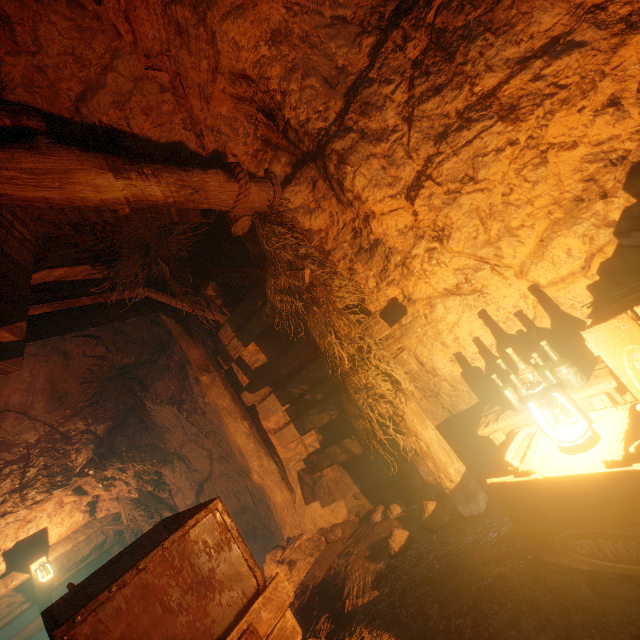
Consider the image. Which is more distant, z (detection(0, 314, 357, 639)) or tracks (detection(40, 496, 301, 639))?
z (detection(0, 314, 357, 639))

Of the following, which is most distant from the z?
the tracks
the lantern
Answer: the lantern

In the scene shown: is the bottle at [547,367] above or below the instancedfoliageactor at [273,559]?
above

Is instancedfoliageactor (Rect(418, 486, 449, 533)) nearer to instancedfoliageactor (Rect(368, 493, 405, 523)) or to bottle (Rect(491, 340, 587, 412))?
instancedfoliageactor (Rect(368, 493, 405, 523))

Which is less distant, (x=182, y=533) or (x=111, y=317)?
(x=182, y=533)

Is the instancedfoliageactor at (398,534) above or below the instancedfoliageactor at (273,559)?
below

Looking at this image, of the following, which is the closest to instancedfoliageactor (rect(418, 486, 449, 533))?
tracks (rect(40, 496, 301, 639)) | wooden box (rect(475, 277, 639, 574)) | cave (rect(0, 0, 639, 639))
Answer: cave (rect(0, 0, 639, 639))

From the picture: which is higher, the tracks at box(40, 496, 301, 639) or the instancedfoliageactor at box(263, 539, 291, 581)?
the tracks at box(40, 496, 301, 639)
